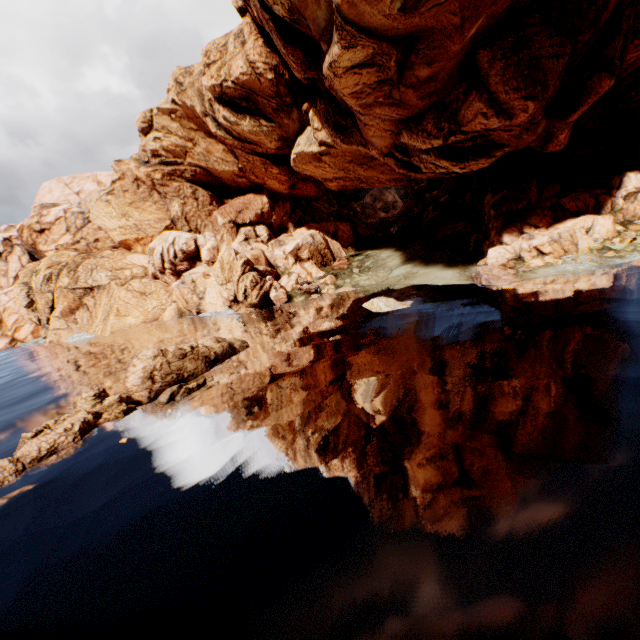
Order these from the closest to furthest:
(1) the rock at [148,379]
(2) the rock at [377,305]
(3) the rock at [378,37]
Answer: (1) the rock at [148,379]
(3) the rock at [378,37]
(2) the rock at [377,305]

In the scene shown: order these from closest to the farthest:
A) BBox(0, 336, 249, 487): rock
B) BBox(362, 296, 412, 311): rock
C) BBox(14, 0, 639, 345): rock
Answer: BBox(0, 336, 249, 487): rock → BBox(14, 0, 639, 345): rock → BBox(362, 296, 412, 311): rock

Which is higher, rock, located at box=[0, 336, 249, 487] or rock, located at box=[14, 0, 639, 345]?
rock, located at box=[14, 0, 639, 345]

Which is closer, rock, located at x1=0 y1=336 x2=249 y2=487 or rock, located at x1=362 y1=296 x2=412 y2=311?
rock, located at x1=0 y1=336 x2=249 y2=487

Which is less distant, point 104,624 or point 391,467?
point 104,624

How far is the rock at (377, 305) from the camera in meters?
27.0 m

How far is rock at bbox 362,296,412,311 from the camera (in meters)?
27.03
